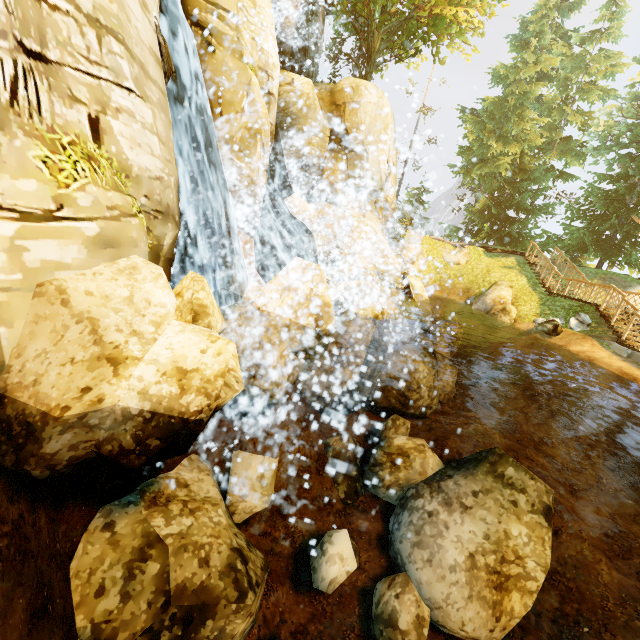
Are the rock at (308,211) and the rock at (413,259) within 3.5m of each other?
no

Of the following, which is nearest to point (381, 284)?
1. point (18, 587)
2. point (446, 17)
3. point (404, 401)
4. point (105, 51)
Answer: point (404, 401)

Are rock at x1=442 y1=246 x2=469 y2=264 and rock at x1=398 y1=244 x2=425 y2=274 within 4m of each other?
yes

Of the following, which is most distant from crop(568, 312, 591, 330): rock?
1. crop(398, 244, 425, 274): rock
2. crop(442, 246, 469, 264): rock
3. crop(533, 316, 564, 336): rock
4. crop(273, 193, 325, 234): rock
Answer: crop(273, 193, 325, 234): rock

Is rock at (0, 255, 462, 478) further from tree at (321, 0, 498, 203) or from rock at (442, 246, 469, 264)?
tree at (321, 0, 498, 203)

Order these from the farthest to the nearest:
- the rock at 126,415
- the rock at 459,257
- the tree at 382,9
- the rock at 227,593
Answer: the rock at 459,257 < the tree at 382,9 < the rock at 227,593 < the rock at 126,415

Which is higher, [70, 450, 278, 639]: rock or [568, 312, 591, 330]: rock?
[568, 312, 591, 330]: rock

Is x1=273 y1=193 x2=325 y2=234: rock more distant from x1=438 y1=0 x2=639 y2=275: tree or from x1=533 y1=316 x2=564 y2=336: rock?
x1=533 y1=316 x2=564 y2=336: rock
